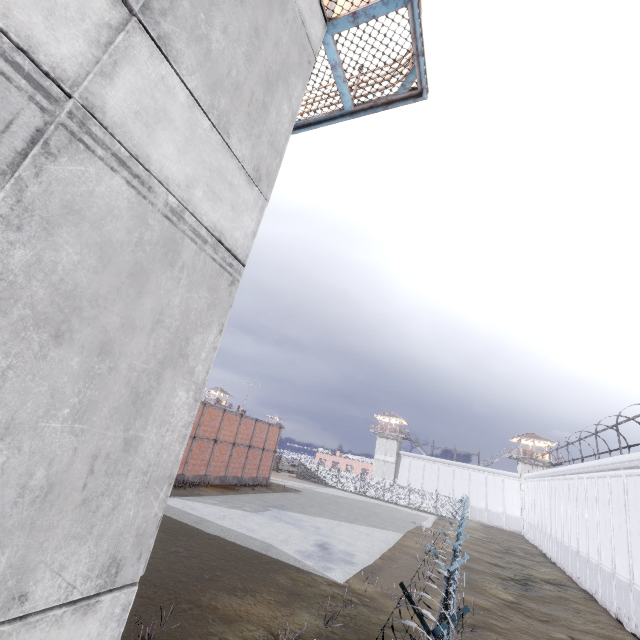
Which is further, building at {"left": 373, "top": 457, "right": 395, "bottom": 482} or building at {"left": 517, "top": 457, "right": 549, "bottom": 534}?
building at {"left": 373, "top": 457, "right": 395, "bottom": 482}

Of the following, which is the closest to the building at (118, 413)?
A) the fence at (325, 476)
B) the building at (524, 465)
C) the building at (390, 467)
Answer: the fence at (325, 476)

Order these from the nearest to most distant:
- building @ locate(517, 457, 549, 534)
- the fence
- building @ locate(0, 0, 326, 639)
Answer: building @ locate(0, 0, 326, 639) → the fence → building @ locate(517, 457, 549, 534)

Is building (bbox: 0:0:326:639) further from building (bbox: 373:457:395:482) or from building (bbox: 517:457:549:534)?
building (bbox: 517:457:549:534)

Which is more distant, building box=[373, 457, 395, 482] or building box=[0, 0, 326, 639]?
building box=[373, 457, 395, 482]

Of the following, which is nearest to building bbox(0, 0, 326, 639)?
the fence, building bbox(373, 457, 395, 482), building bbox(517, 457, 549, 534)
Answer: the fence

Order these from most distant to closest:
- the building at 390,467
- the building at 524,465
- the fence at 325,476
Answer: the building at 390,467, the building at 524,465, the fence at 325,476

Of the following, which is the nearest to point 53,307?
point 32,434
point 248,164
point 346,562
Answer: point 32,434
